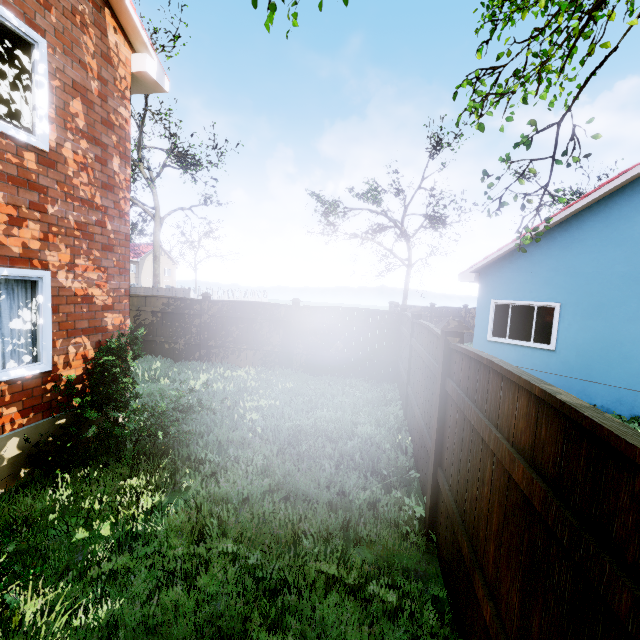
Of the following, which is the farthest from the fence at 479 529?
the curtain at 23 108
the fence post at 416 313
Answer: the curtain at 23 108

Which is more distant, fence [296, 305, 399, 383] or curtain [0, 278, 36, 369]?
fence [296, 305, 399, 383]

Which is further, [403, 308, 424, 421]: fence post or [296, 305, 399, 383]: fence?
[296, 305, 399, 383]: fence

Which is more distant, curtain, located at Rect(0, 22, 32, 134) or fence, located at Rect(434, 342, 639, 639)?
curtain, located at Rect(0, 22, 32, 134)

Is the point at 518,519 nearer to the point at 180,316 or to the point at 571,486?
the point at 571,486

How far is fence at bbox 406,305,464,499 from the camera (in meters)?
4.31

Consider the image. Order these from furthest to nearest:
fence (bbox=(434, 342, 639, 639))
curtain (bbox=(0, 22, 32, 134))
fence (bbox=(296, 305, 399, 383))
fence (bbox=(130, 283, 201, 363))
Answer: fence (bbox=(130, 283, 201, 363)) → fence (bbox=(296, 305, 399, 383)) → curtain (bbox=(0, 22, 32, 134)) → fence (bbox=(434, 342, 639, 639))

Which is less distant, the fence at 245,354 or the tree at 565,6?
the tree at 565,6
